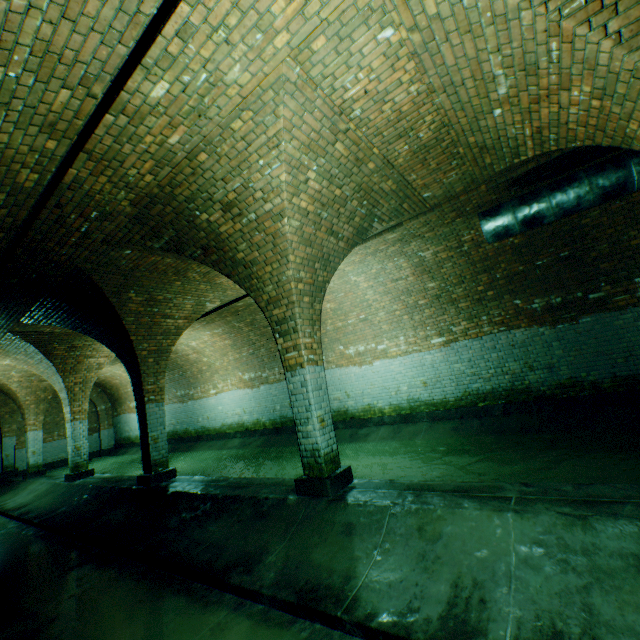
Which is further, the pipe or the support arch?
the pipe

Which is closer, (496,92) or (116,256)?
(496,92)

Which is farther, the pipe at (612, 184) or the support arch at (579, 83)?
the pipe at (612, 184)

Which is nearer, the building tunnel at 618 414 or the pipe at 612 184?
the building tunnel at 618 414

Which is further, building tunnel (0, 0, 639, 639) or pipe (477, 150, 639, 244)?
pipe (477, 150, 639, 244)
